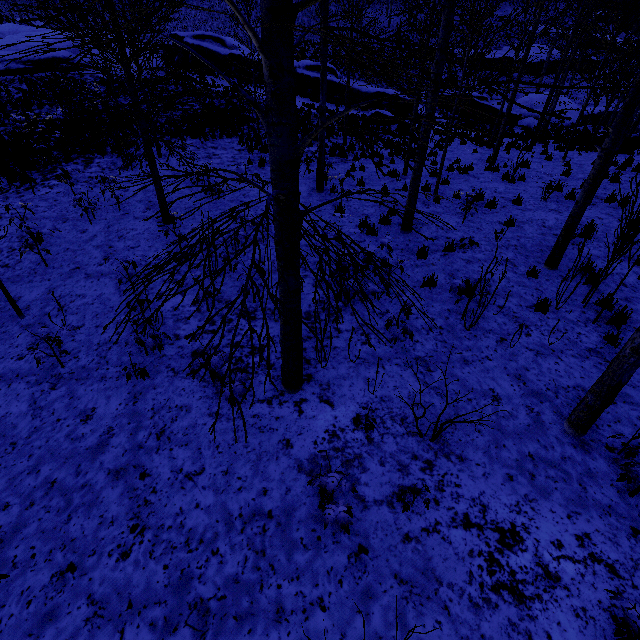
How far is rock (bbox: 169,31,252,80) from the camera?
26.94m

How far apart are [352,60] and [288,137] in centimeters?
120cm

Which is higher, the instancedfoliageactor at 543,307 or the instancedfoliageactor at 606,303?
the instancedfoliageactor at 606,303

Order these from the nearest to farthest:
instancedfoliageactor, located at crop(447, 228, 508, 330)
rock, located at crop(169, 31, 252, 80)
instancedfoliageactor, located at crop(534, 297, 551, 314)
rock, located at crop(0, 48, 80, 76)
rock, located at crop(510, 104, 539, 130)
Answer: instancedfoliageactor, located at crop(447, 228, 508, 330) → instancedfoliageactor, located at crop(534, 297, 551, 314) → rock, located at crop(0, 48, 80, 76) → rock, located at crop(169, 31, 252, 80) → rock, located at crop(510, 104, 539, 130)

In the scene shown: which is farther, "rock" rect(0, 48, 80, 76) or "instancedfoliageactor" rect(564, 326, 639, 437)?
"rock" rect(0, 48, 80, 76)

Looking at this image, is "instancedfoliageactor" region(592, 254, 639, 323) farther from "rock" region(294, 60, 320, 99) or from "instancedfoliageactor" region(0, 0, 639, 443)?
"rock" region(294, 60, 320, 99)

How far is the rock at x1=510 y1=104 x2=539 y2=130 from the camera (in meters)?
30.39

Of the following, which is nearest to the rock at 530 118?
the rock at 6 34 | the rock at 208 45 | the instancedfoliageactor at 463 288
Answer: the rock at 208 45
